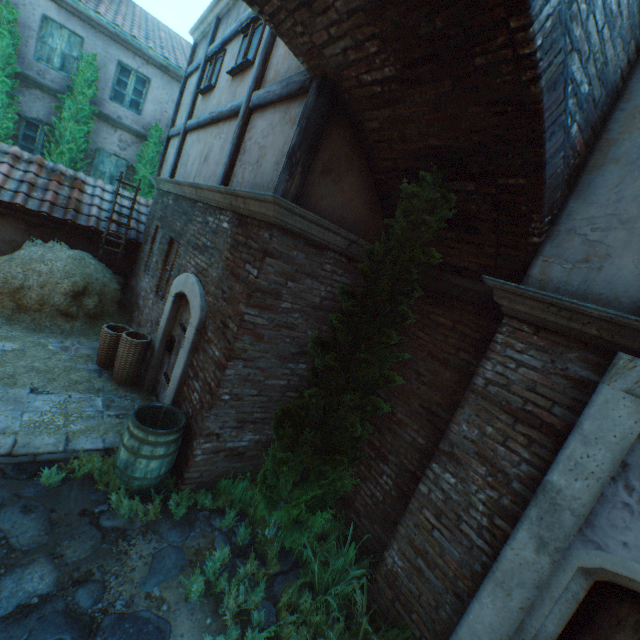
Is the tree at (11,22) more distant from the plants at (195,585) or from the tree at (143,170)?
the plants at (195,585)

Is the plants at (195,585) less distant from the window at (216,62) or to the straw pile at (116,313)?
the straw pile at (116,313)

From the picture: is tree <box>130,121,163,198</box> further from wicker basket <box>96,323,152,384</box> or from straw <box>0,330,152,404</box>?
wicker basket <box>96,323,152,384</box>

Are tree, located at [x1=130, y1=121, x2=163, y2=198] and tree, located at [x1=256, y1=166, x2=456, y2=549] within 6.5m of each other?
no

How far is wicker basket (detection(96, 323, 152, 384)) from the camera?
5.75m

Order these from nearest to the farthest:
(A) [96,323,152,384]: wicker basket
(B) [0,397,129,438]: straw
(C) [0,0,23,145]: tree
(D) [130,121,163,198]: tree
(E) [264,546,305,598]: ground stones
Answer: (E) [264,546,305,598]: ground stones < (B) [0,397,129,438]: straw < (A) [96,323,152,384]: wicker basket < (C) [0,0,23,145]: tree < (D) [130,121,163,198]: tree

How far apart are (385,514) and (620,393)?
3.03m

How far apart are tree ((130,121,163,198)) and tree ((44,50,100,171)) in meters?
1.4 m
